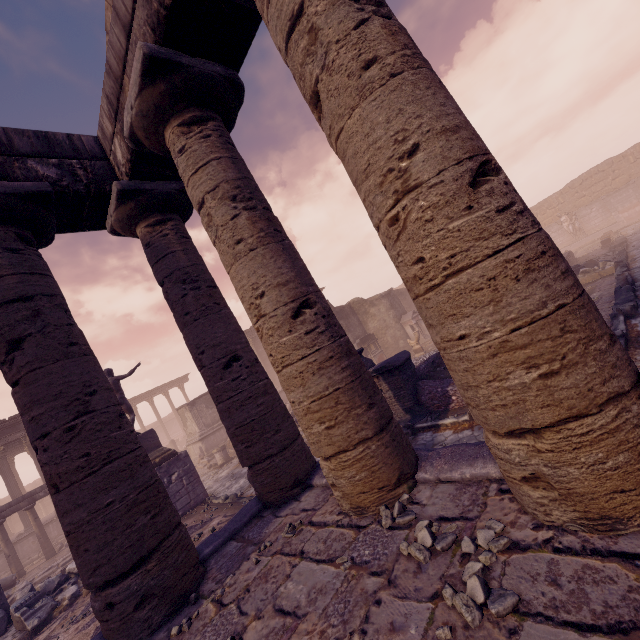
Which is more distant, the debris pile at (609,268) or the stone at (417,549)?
the debris pile at (609,268)

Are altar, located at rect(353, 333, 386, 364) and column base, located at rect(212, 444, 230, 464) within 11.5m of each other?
yes

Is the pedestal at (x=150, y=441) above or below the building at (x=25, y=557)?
above

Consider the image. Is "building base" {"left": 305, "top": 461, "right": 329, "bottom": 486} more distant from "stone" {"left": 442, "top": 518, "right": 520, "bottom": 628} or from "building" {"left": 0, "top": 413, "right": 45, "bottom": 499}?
"building" {"left": 0, "top": 413, "right": 45, "bottom": 499}

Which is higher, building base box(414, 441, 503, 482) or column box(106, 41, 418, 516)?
column box(106, 41, 418, 516)

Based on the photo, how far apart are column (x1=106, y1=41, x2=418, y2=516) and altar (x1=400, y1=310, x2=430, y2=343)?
16.2 meters

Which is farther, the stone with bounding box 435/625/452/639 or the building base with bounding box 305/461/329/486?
the building base with bounding box 305/461/329/486

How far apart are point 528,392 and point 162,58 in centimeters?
469cm
